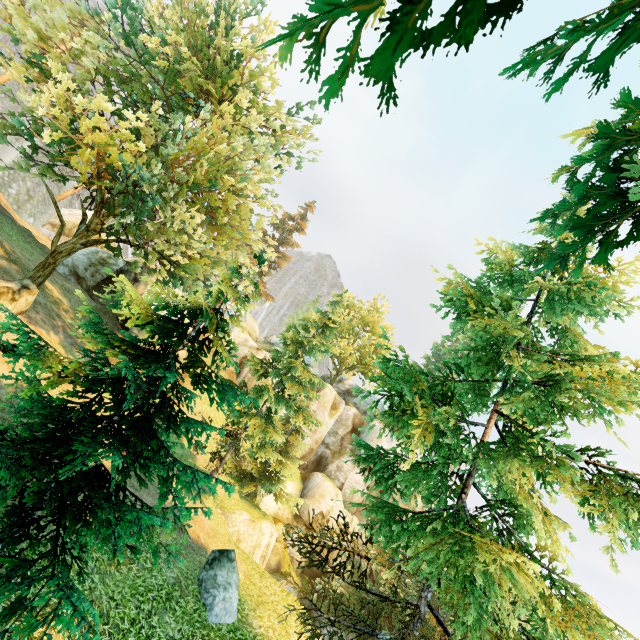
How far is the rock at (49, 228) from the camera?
28.6m

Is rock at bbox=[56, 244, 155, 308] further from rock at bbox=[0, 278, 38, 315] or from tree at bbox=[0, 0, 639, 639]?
rock at bbox=[0, 278, 38, 315]

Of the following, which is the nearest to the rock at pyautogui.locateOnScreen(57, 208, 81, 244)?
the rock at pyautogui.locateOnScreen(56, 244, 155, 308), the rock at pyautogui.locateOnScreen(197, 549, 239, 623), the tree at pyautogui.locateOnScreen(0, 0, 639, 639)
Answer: the tree at pyautogui.locateOnScreen(0, 0, 639, 639)

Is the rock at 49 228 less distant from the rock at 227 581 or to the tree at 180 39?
the tree at 180 39

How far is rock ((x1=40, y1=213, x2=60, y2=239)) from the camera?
28.6 meters

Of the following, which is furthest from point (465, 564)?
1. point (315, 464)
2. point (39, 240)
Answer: point (39, 240)

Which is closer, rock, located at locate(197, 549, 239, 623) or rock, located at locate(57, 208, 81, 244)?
rock, located at locate(197, 549, 239, 623)

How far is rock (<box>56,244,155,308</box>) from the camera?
22.4 meters
